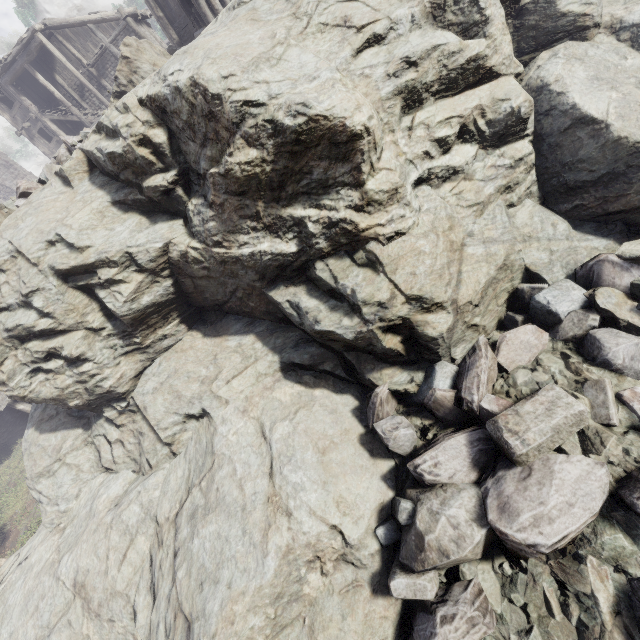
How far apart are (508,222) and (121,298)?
7.20m

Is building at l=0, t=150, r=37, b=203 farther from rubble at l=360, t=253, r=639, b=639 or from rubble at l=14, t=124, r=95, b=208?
rubble at l=14, t=124, r=95, b=208

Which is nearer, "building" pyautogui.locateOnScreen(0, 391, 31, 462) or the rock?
the rock

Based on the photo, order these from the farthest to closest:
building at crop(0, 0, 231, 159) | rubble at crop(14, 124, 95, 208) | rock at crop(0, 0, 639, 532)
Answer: building at crop(0, 0, 231, 159)
rubble at crop(14, 124, 95, 208)
rock at crop(0, 0, 639, 532)

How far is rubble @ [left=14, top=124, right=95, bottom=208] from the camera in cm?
695

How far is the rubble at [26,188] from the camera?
6.95m

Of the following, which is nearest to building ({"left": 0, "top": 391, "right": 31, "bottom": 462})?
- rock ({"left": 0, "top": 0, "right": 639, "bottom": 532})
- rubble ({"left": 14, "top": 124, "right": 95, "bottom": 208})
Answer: rock ({"left": 0, "top": 0, "right": 639, "bottom": 532})

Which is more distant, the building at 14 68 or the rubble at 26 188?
the building at 14 68
